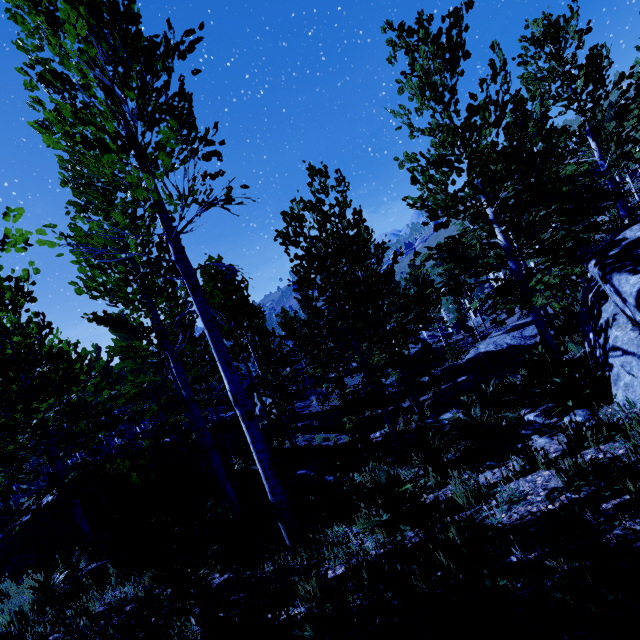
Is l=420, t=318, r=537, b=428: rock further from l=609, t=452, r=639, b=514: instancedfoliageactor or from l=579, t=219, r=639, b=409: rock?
l=579, t=219, r=639, b=409: rock

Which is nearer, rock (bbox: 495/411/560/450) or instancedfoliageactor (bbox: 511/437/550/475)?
instancedfoliageactor (bbox: 511/437/550/475)

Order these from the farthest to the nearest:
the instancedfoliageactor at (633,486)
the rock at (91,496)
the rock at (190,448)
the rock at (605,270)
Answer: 1. the rock at (190,448)
2. the rock at (91,496)
3. the rock at (605,270)
4. the instancedfoliageactor at (633,486)

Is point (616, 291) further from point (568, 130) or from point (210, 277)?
point (210, 277)

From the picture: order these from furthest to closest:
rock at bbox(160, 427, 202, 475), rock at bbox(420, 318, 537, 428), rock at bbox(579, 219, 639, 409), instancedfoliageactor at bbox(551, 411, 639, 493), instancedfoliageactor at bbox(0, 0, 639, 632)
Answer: rock at bbox(160, 427, 202, 475), rock at bbox(420, 318, 537, 428), instancedfoliageactor at bbox(0, 0, 639, 632), rock at bbox(579, 219, 639, 409), instancedfoliageactor at bbox(551, 411, 639, 493)

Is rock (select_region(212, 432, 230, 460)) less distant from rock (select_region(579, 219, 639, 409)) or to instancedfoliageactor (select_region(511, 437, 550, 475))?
instancedfoliageactor (select_region(511, 437, 550, 475))

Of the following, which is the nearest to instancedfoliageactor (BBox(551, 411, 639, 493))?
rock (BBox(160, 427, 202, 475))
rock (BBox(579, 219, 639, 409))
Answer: rock (BBox(579, 219, 639, 409))

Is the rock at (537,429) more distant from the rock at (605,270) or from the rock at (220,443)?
the rock at (220,443)
